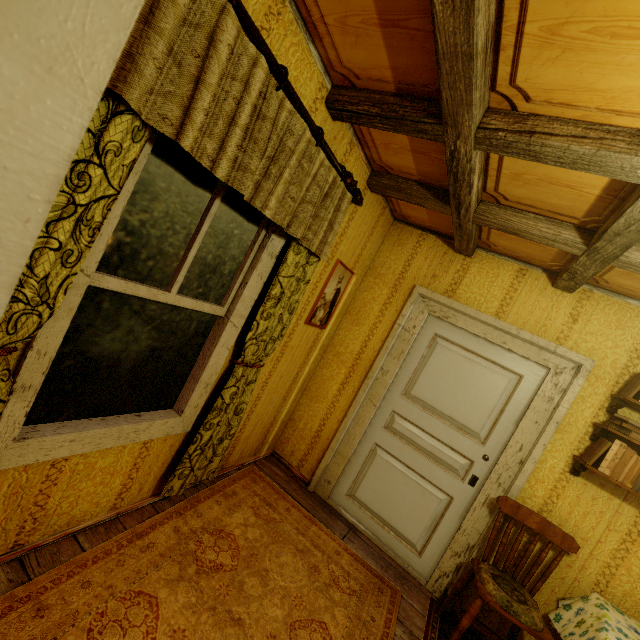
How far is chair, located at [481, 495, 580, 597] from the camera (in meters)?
2.34

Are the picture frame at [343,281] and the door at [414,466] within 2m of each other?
yes

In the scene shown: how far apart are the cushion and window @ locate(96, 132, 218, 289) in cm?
263

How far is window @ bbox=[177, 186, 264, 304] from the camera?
1.7 meters

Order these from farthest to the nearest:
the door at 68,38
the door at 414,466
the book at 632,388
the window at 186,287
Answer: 1. the door at 414,466
2. the book at 632,388
3. the window at 186,287
4. the door at 68,38

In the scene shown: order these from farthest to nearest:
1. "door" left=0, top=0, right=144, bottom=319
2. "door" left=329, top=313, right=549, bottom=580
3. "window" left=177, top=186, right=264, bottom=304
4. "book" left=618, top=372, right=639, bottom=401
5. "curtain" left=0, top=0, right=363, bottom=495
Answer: "door" left=329, top=313, right=549, bottom=580
"book" left=618, top=372, right=639, bottom=401
"window" left=177, top=186, right=264, bottom=304
"curtain" left=0, top=0, right=363, bottom=495
"door" left=0, top=0, right=144, bottom=319

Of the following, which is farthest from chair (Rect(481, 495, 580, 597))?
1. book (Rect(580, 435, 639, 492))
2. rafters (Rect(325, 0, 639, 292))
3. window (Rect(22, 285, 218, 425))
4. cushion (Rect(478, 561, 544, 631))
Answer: window (Rect(22, 285, 218, 425))

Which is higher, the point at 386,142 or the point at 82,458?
the point at 386,142
